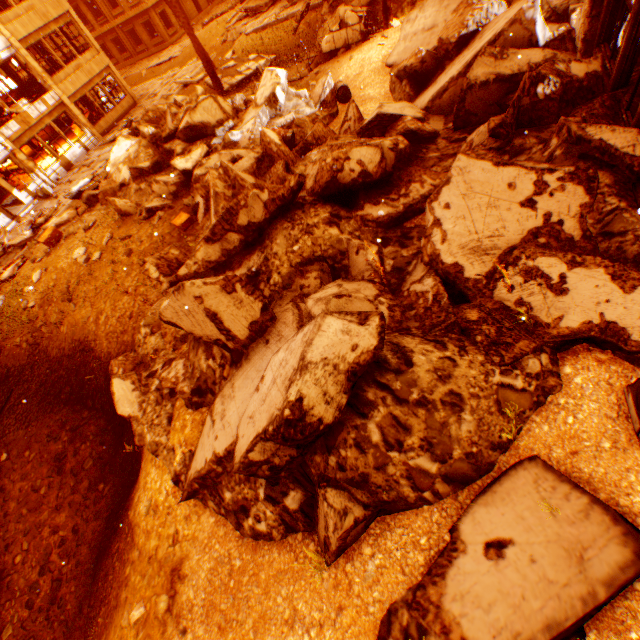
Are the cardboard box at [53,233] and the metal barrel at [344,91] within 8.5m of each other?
no

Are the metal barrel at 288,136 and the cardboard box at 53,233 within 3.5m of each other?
no

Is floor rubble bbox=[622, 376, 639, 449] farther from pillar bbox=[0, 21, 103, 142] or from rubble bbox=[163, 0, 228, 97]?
pillar bbox=[0, 21, 103, 142]

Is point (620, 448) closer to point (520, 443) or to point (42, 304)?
point (520, 443)

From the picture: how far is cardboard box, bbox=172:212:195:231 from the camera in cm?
807

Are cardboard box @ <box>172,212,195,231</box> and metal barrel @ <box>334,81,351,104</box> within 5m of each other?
no

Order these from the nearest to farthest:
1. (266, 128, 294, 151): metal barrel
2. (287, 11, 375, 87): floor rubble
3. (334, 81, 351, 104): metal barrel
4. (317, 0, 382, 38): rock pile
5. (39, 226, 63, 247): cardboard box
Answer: (266, 128, 294, 151): metal barrel < (334, 81, 351, 104): metal barrel < (39, 226, 63, 247): cardboard box < (287, 11, 375, 87): floor rubble < (317, 0, 382, 38): rock pile

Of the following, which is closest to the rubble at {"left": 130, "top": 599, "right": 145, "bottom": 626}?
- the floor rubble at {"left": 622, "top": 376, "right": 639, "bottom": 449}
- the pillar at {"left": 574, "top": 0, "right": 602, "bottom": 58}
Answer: the floor rubble at {"left": 622, "top": 376, "right": 639, "bottom": 449}
